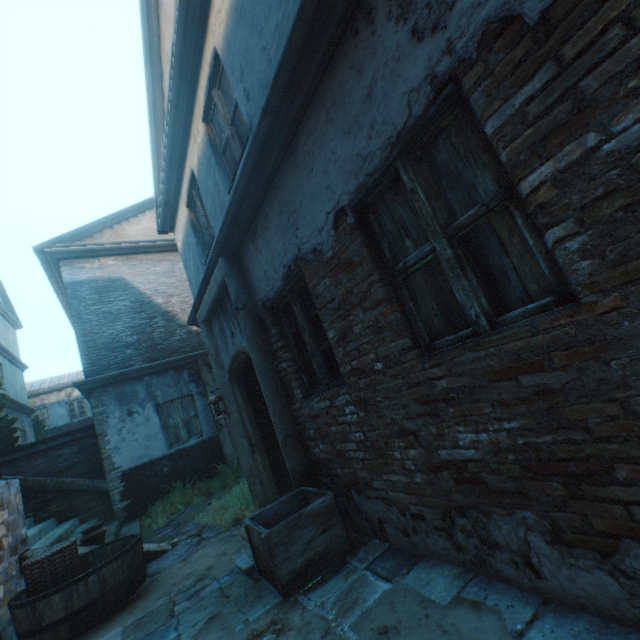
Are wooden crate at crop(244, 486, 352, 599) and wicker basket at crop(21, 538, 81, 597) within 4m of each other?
yes

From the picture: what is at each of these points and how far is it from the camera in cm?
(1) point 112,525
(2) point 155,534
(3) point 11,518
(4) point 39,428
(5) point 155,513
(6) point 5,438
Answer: (1) stairs, 721
(2) ground stones, 659
(3) building, 449
(4) tree, 1775
(5) plants, 773
(6) tree, 931

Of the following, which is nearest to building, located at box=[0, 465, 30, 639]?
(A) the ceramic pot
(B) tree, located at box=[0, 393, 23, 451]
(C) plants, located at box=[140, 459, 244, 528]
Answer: (A) the ceramic pot

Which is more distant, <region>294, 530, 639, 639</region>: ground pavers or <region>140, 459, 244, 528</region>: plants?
<region>140, 459, 244, 528</region>: plants

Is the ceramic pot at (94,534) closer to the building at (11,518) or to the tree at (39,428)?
the building at (11,518)

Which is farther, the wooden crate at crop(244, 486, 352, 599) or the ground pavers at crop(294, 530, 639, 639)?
the wooden crate at crop(244, 486, 352, 599)

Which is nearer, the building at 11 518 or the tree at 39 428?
the building at 11 518

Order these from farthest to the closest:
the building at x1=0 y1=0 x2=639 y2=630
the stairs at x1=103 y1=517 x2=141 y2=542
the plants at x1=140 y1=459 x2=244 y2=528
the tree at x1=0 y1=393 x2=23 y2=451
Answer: the tree at x1=0 y1=393 x2=23 y2=451 → the plants at x1=140 y1=459 x2=244 y2=528 → the stairs at x1=103 y1=517 x2=141 y2=542 → the building at x1=0 y1=0 x2=639 y2=630
